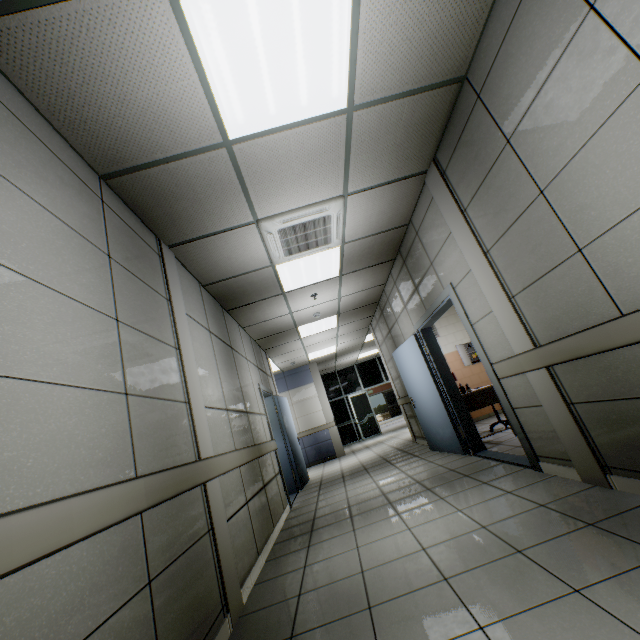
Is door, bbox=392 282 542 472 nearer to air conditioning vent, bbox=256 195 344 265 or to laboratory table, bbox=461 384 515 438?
laboratory table, bbox=461 384 515 438

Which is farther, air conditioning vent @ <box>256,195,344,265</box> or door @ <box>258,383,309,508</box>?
door @ <box>258,383,309,508</box>

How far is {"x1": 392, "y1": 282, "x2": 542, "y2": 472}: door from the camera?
3.6m

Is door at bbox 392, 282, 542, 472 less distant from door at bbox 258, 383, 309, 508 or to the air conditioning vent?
the air conditioning vent

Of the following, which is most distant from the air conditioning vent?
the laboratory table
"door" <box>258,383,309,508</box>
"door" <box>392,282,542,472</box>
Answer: the laboratory table

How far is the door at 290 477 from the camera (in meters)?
6.00

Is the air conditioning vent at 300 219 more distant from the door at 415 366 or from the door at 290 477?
the door at 290 477

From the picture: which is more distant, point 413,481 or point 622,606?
point 413,481
